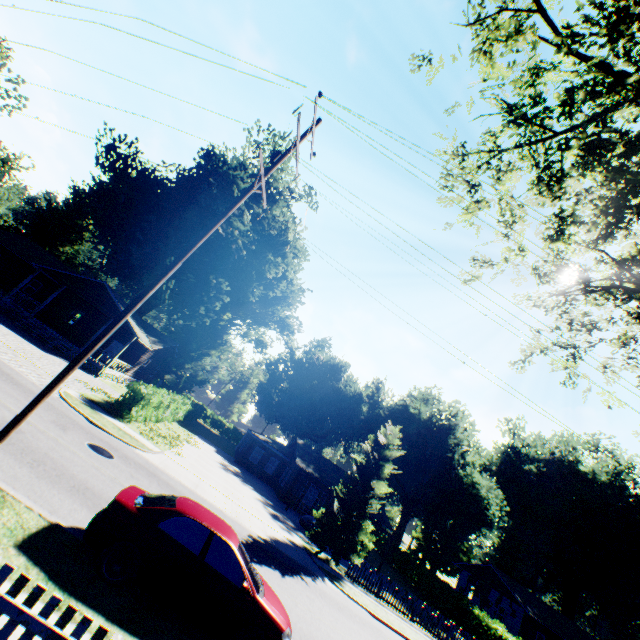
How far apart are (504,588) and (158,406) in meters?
43.4 m

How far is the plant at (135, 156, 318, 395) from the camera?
35.3 meters

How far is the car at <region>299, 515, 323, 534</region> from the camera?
23.2 meters

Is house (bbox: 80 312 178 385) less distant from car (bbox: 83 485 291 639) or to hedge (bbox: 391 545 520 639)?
car (bbox: 83 485 291 639)

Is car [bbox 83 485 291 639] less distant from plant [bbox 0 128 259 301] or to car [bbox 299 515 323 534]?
car [bbox 299 515 323 534]

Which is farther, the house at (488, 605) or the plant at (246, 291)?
the plant at (246, 291)

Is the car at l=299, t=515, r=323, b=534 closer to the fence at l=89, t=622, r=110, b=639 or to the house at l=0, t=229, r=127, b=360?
the house at l=0, t=229, r=127, b=360

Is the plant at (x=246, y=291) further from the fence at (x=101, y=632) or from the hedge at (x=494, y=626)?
the fence at (x=101, y=632)
